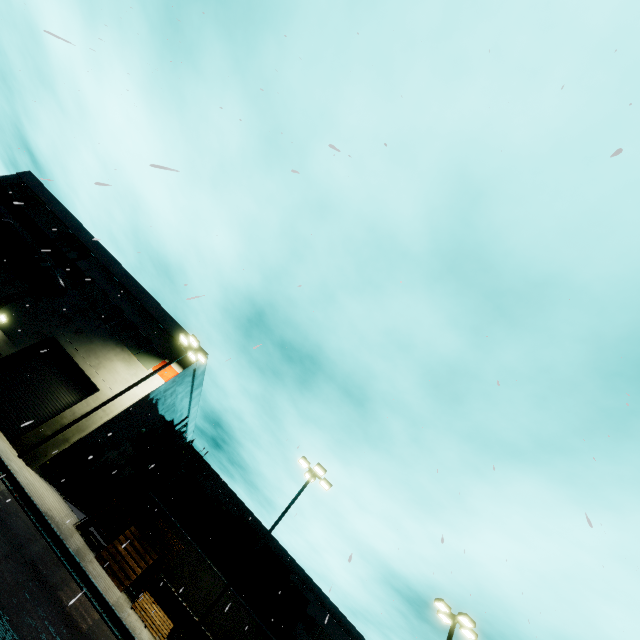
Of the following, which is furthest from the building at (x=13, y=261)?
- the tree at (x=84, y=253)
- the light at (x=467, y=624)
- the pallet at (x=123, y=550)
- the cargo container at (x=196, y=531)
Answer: the light at (x=467, y=624)

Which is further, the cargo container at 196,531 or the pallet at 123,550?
the cargo container at 196,531

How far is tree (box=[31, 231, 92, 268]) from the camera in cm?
2394

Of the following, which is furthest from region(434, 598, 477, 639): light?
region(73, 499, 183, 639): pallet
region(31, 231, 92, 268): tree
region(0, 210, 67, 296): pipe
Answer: region(31, 231, 92, 268): tree

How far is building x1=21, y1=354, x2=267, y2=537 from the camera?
18.4m

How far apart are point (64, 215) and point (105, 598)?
27.3m

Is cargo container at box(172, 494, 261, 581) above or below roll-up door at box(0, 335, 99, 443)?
above

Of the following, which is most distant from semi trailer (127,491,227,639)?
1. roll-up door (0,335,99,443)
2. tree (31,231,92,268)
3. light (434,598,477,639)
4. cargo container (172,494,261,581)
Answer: tree (31,231,92,268)
